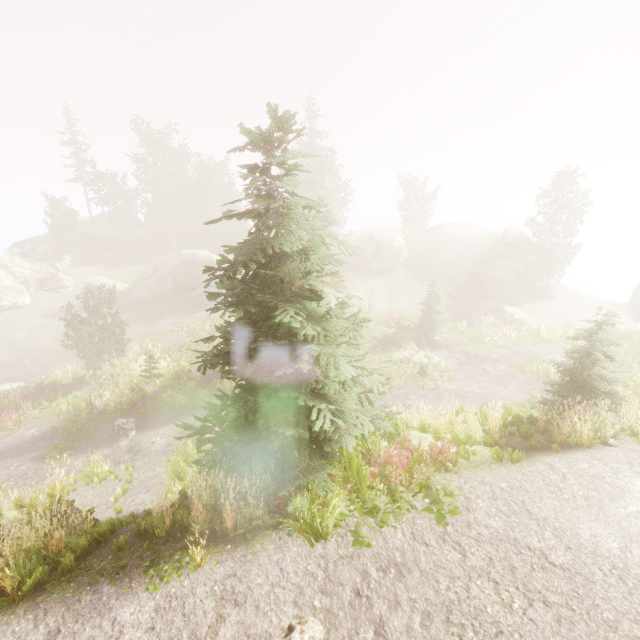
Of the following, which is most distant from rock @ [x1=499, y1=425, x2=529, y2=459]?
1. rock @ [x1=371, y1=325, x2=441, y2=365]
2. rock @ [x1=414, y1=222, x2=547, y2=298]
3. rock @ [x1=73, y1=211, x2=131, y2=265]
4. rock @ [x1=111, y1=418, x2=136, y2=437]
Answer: rock @ [x1=73, y1=211, x2=131, y2=265]

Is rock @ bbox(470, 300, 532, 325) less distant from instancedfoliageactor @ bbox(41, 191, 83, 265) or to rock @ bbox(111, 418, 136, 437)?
instancedfoliageactor @ bbox(41, 191, 83, 265)

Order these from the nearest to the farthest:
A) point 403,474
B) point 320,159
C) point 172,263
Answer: point 403,474 < point 320,159 < point 172,263

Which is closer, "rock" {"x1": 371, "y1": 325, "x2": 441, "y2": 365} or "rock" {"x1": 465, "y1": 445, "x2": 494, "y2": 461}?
"rock" {"x1": 465, "y1": 445, "x2": 494, "y2": 461}

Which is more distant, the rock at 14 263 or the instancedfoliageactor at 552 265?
the rock at 14 263

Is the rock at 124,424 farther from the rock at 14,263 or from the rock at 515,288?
the rock at 515,288

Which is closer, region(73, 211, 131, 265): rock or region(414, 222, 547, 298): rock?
region(414, 222, 547, 298): rock

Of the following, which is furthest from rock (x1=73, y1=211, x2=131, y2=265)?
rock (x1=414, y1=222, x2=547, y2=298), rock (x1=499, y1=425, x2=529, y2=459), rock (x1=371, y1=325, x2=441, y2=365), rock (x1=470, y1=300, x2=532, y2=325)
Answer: rock (x1=499, y1=425, x2=529, y2=459)
